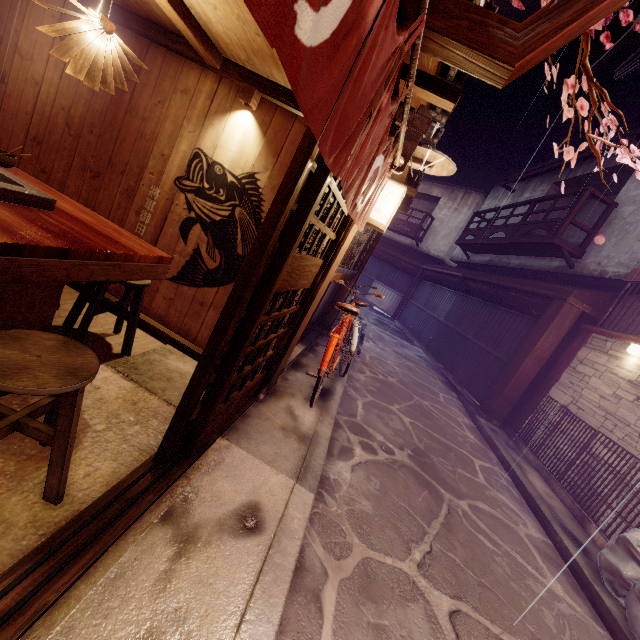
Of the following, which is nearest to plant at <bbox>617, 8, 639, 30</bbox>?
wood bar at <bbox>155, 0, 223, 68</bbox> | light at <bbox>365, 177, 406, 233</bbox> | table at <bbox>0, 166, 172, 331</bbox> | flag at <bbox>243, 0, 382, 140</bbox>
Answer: flag at <bbox>243, 0, 382, 140</bbox>

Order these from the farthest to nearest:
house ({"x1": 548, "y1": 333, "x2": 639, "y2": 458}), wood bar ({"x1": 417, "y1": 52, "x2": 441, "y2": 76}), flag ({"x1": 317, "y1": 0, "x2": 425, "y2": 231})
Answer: house ({"x1": 548, "y1": 333, "x2": 639, "y2": 458}) → wood bar ({"x1": 417, "y1": 52, "x2": 441, "y2": 76}) → flag ({"x1": 317, "y1": 0, "x2": 425, "y2": 231})

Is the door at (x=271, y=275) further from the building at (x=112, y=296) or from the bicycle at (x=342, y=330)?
the bicycle at (x=342, y=330)

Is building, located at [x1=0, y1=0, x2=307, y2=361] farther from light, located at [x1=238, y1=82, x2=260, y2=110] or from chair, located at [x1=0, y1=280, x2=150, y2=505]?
chair, located at [x1=0, y1=280, x2=150, y2=505]

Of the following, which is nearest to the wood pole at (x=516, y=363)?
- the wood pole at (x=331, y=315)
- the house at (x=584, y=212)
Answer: the wood pole at (x=331, y=315)

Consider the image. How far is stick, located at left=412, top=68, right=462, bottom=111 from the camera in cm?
421

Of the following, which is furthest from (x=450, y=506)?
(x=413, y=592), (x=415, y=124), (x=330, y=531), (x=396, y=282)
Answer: (x=396, y=282)

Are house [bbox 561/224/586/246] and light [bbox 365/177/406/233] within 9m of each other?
no
